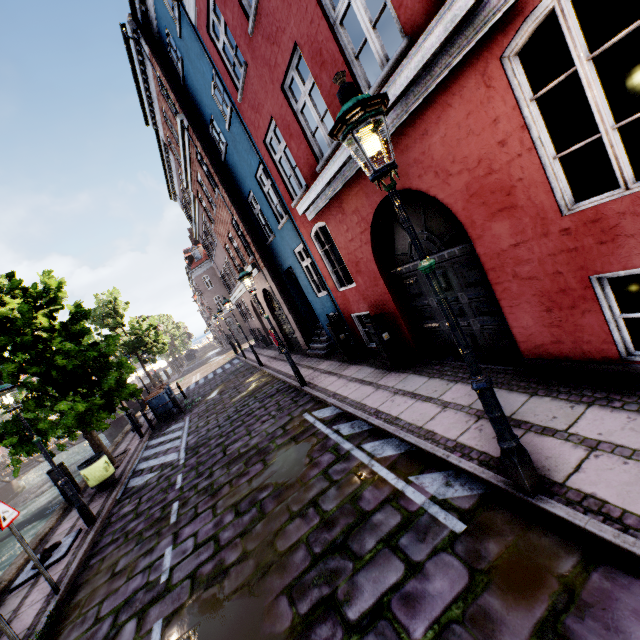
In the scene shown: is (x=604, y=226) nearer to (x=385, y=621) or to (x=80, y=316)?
(x=385, y=621)

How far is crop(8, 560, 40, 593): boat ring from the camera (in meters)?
6.26

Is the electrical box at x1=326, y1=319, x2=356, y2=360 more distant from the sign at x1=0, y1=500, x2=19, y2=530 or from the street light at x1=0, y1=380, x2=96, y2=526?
the sign at x1=0, y1=500, x2=19, y2=530

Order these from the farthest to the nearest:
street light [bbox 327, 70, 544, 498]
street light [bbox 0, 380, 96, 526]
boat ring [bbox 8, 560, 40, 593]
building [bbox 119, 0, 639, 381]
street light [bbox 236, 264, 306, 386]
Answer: street light [bbox 236, 264, 306, 386] < street light [bbox 0, 380, 96, 526] < boat ring [bbox 8, 560, 40, 593] < building [bbox 119, 0, 639, 381] < street light [bbox 327, 70, 544, 498]

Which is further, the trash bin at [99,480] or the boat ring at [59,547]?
the trash bin at [99,480]

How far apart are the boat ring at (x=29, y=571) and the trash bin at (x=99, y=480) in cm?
210

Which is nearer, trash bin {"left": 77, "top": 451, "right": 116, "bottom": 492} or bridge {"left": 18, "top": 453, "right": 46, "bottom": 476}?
trash bin {"left": 77, "top": 451, "right": 116, "bottom": 492}

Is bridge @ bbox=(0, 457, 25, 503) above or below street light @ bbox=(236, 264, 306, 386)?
below
